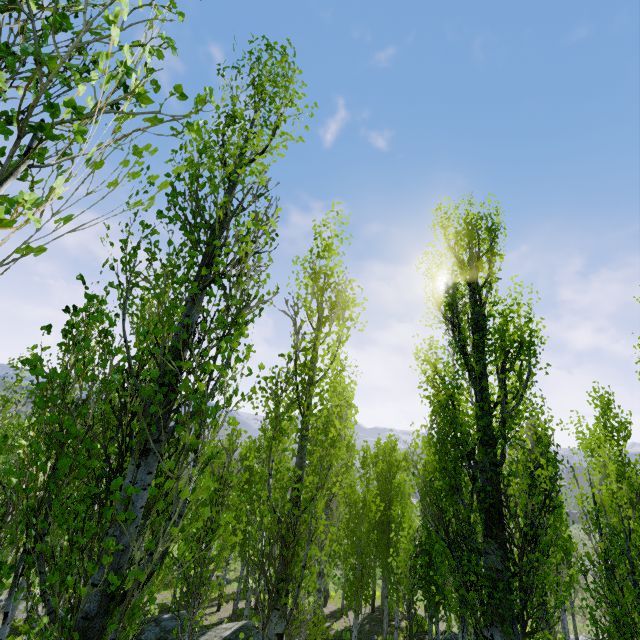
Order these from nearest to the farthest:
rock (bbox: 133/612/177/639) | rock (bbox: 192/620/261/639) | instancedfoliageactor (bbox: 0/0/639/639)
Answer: instancedfoliageactor (bbox: 0/0/639/639), rock (bbox: 192/620/261/639), rock (bbox: 133/612/177/639)

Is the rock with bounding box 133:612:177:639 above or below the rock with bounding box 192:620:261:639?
below

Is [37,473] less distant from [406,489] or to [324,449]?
[324,449]

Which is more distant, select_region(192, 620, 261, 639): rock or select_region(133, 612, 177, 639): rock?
select_region(133, 612, 177, 639): rock

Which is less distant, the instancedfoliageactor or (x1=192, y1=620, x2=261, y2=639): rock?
the instancedfoliageactor

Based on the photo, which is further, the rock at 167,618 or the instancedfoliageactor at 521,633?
the rock at 167,618
